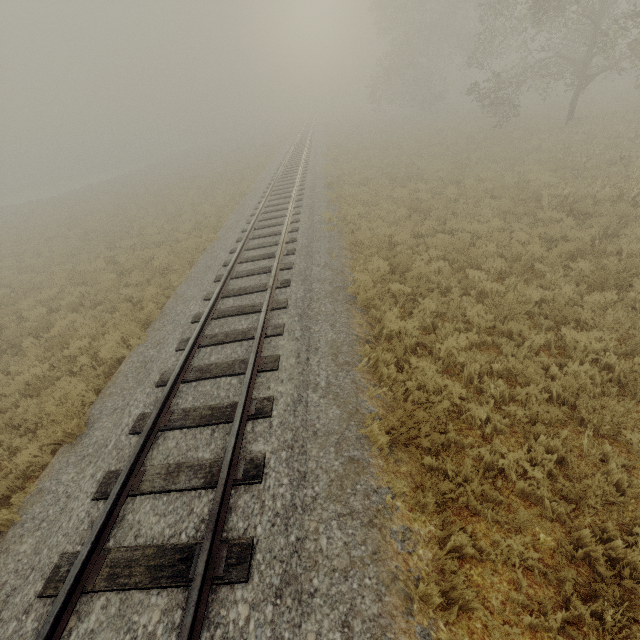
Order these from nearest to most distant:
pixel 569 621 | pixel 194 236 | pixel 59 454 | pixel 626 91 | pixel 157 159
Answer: pixel 569 621 < pixel 59 454 < pixel 194 236 < pixel 626 91 < pixel 157 159
